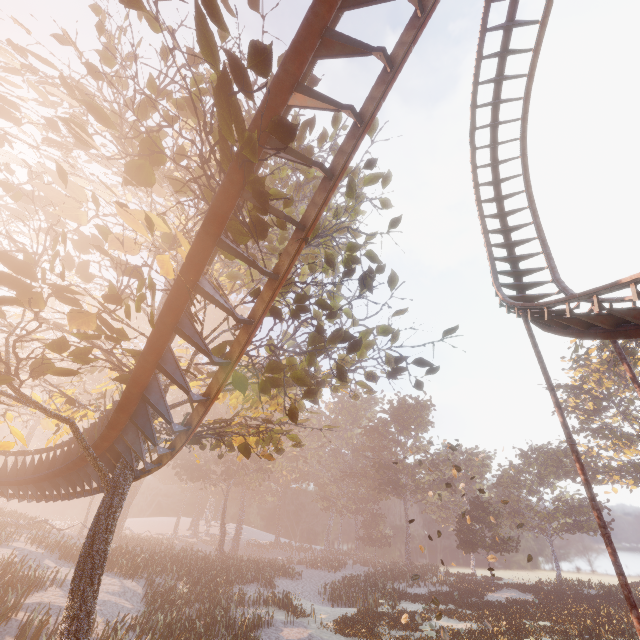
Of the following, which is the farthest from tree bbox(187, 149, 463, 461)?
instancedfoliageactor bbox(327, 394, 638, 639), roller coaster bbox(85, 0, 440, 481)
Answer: instancedfoliageactor bbox(327, 394, 638, 639)

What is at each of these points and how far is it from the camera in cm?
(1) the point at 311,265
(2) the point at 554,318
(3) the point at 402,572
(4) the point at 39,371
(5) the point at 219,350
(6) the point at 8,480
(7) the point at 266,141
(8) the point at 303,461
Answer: (1) tree, 764
(2) roller coaster, 887
(3) instancedfoliageactor, 4144
(4) tree, 698
(5) tree, 757
(6) roller coaster, 1451
(7) roller coaster, 510
(8) instancedfoliageactor, 5731

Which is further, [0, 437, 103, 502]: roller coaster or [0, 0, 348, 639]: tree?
[0, 437, 103, 502]: roller coaster

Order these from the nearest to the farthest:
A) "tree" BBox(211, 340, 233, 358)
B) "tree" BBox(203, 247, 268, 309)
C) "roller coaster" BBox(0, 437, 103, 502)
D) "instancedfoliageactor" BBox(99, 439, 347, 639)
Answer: "tree" BBox(203, 247, 268, 309)
"tree" BBox(211, 340, 233, 358)
"roller coaster" BBox(0, 437, 103, 502)
"instancedfoliageactor" BBox(99, 439, 347, 639)

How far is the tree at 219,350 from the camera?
7.51m

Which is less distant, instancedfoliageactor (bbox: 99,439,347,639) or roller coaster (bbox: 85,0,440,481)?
roller coaster (bbox: 85,0,440,481)

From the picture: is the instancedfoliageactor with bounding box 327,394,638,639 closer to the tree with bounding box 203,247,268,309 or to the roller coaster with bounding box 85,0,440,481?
the tree with bounding box 203,247,268,309
